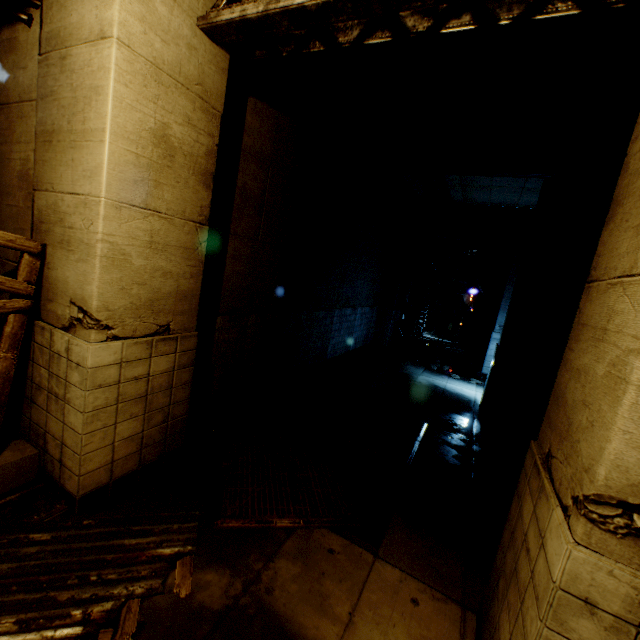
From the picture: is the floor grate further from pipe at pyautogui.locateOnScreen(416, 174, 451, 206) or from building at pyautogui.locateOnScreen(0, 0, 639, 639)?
pipe at pyautogui.locateOnScreen(416, 174, 451, 206)

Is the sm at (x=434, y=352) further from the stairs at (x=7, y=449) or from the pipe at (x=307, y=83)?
the stairs at (x=7, y=449)

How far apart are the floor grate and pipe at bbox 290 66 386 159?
5.73m

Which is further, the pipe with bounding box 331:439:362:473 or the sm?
the sm

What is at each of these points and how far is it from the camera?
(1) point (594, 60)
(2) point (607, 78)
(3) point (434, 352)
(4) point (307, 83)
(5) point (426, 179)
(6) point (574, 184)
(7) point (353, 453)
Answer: (1) pipe, 3.8m
(2) pipe, 4.0m
(3) sm, 14.3m
(4) pipe, 5.4m
(5) pipe, 8.9m
(6) building, 6.8m
(7) pipe, 6.4m

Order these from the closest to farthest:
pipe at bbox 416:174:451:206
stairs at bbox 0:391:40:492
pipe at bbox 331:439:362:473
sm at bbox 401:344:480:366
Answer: stairs at bbox 0:391:40:492 → pipe at bbox 331:439:362:473 → pipe at bbox 416:174:451:206 → sm at bbox 401:344:480:366

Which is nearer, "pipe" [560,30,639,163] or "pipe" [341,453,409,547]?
"pipe" [560,30,639,163]

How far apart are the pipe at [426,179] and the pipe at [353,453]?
6.7 meters
